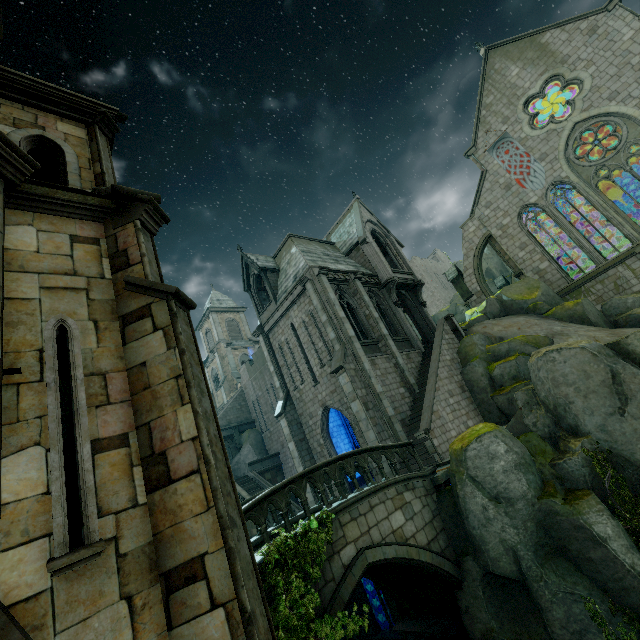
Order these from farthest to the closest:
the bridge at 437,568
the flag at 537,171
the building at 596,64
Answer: the flag at 537,171, the building at 596,64, the bridge at 437,568

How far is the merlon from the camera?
28.1m

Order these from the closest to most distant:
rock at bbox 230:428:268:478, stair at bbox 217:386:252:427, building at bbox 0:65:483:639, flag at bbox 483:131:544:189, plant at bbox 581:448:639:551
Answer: building at bbox 0:65:483:639
plant at bbox 581:448:639:551
flag at bbox 483:131:544:189
rock at bbox 230:428:268:478
stair at bbox 217:386:252:427

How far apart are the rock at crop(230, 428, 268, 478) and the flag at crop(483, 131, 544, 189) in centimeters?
3092cm

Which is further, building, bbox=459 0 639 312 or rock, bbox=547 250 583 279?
rock, bbox=547 250 583 279

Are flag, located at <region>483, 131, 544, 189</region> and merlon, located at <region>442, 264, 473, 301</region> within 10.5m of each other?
yes

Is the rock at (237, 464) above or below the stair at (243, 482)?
above

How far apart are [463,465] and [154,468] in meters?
10.0 m
